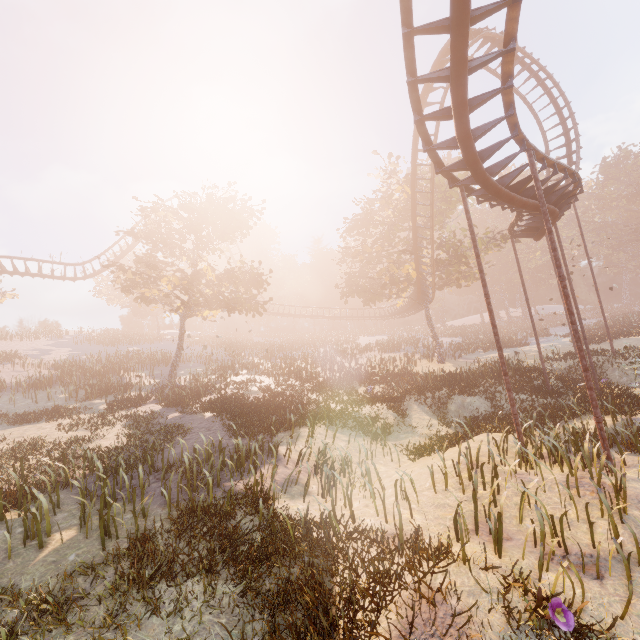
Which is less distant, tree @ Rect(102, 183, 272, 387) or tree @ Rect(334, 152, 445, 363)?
tree @ Rect(102, 183, 272, 387)

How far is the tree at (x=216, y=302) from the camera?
21.8 meters

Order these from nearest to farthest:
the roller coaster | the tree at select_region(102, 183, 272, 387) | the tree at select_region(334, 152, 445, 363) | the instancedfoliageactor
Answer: the roller coaster
the tree at select_region(102, 183, 272, 387)
the tree at select_region(334, 152, 445, 363)
the instancedfoliageactor

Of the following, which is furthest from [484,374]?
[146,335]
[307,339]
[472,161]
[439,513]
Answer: [146,335]

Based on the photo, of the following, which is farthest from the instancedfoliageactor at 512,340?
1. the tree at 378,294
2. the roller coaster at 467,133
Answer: the roller coaster at 467,133

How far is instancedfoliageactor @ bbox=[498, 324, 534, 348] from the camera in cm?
3806

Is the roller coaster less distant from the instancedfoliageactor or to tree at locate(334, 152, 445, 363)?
tree at locate(334, 152, 445, 363)

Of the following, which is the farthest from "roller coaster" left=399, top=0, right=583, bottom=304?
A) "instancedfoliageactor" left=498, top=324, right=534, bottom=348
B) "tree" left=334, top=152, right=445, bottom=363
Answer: "instancedfoliageactor" left=498, top=324, right=534, bottom=348
